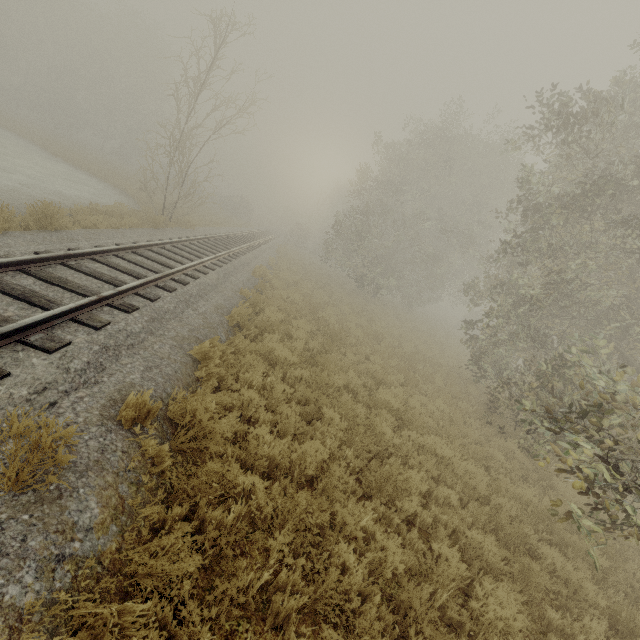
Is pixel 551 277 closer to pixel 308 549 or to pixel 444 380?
pixel 444 380
